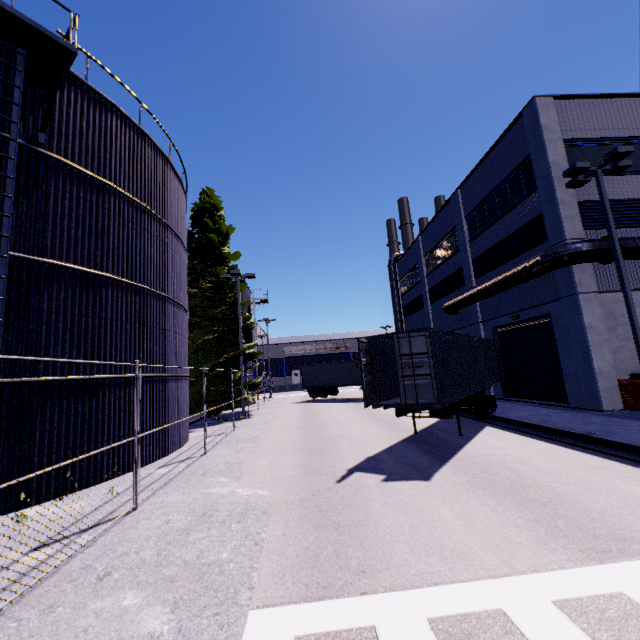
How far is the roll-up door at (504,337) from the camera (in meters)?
16.36

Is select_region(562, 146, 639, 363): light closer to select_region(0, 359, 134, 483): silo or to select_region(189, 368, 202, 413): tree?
select_region(0, 359, 134, 483): silo

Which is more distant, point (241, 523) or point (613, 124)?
point (613, 124)

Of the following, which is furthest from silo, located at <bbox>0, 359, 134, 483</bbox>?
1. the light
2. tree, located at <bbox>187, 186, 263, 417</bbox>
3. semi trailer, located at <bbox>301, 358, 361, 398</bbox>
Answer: the light

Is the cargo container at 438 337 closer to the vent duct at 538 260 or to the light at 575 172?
the vent duct at 538 260

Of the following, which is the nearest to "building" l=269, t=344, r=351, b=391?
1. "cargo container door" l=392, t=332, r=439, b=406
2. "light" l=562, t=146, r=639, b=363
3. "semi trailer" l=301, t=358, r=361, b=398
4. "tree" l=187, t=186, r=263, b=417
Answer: "tree" l=187, t=186, r=263, b=417

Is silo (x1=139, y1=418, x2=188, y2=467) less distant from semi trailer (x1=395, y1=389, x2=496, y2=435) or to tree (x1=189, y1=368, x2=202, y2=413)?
tree (x1=189, y1=368, x2=202, y2=413)

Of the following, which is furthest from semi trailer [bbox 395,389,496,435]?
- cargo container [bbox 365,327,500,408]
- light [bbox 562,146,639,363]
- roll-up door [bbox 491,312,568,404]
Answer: light [bbox 562,146,639,363]
